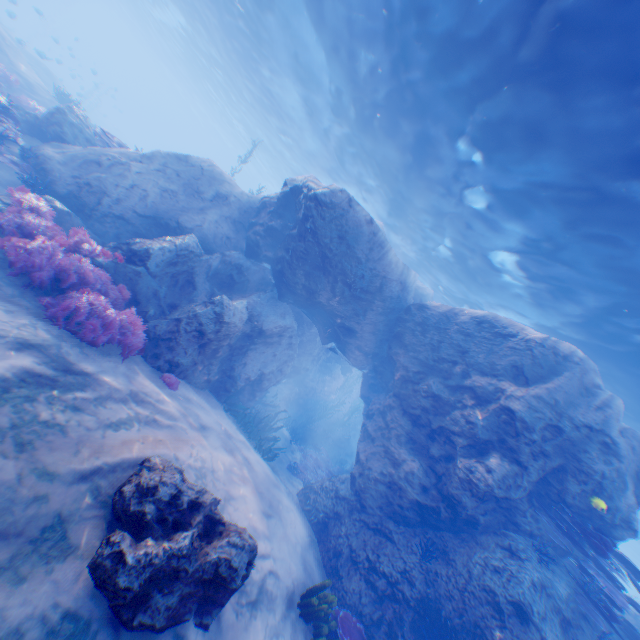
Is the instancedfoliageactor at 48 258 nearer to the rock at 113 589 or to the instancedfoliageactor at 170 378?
the rock at 113 589

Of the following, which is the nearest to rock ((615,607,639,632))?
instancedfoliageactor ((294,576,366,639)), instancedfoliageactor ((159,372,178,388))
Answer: instancedfoliageactor ((294,576,366,639))

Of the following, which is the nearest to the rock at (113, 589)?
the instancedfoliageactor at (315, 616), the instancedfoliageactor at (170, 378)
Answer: the instancedfoliageactor at (315, 616)

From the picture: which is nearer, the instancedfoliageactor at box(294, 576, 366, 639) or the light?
the instancedfoliageactor at box(294, 576, 366, 639)

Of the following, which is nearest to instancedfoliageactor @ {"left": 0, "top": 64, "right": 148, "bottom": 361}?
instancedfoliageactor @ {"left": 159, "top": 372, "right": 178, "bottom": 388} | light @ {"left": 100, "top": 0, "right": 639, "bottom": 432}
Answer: instancedfoliageactor @ {"left": 159, "top": 372, "right": 178, "bottom": 388}

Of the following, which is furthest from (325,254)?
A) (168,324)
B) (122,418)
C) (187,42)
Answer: (187,42)

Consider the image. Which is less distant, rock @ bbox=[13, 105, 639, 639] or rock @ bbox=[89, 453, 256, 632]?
rock @ bbox=[89, 453, 256, 632]

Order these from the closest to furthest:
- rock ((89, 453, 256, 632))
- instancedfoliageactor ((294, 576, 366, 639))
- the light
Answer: rock ((89, 453, 256, 632)) → instancedfoliageactor ((294, 576, 366, 639)) → the light
